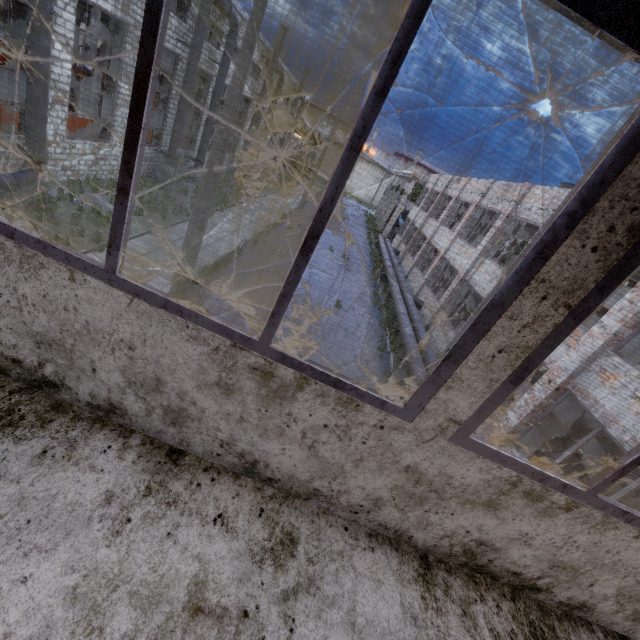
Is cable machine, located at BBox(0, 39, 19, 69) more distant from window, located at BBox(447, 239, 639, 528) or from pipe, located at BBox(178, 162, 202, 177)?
window, located at BBox(447, 239, 639, 528)

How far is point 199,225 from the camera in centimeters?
862cm

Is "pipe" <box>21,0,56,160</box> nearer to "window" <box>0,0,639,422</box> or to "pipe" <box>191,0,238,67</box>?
"pipe" <box>191,0,238,67</box>

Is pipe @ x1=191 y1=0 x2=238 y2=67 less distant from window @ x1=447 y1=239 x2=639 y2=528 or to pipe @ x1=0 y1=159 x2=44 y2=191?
pipe @ x1=0 y1=159 x2=44 y2=191

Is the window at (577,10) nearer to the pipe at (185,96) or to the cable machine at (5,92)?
the cable machine at (5,92)

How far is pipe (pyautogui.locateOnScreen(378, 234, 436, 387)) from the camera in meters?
12.6 m

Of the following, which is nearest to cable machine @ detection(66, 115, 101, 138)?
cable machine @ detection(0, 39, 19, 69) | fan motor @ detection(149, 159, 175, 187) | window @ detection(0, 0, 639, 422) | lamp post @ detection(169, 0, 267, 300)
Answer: fan motor @ detection(149, 159, 175, 187)

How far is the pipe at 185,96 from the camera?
17.7m
